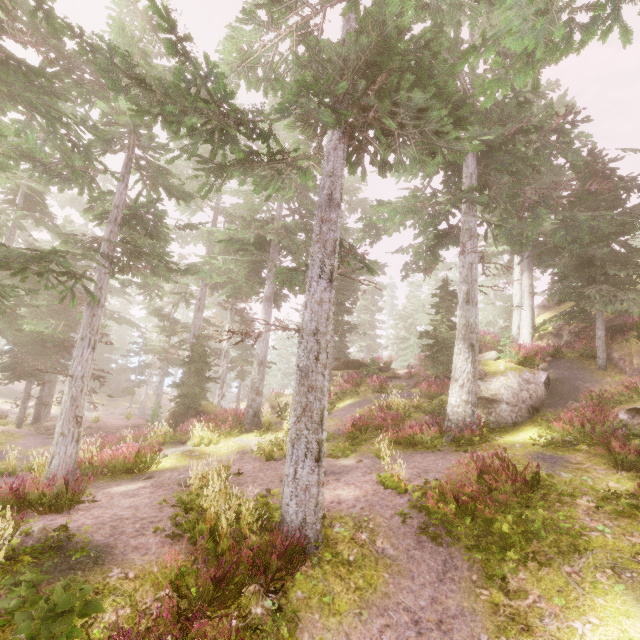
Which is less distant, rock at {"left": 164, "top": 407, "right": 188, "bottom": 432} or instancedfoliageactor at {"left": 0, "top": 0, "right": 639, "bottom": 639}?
instancedfoliageactor at {"left": 0, "top": 0, "right": 639, "bottom": 639}

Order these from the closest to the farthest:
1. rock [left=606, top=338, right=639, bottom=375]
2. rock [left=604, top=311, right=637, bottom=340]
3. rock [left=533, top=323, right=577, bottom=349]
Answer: rock [left=606, top=338, right=639, bottom=375], rock [left=604, top=311, right=637, bottom=340], rock [left=533, top=323, right=577, bottom=349]

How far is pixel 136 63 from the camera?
12.3 meters

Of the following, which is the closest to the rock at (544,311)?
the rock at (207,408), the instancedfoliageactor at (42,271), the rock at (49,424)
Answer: the instancedfoliageactor at (42,271)

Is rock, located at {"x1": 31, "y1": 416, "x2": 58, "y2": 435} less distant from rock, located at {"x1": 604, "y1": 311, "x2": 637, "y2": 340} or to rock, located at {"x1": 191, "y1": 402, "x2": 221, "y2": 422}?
rock, located at {"x1": 191, "y1": 402, "x2": 221, "y2": 422}

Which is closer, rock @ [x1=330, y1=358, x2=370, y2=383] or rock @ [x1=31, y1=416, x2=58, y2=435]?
rock @ [x1=31, y1=416, x2=58, y2=435]

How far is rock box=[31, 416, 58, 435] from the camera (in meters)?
22.33

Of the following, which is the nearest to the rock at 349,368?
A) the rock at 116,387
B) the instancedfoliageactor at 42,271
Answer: the instancedfoliageactor at 42,271
